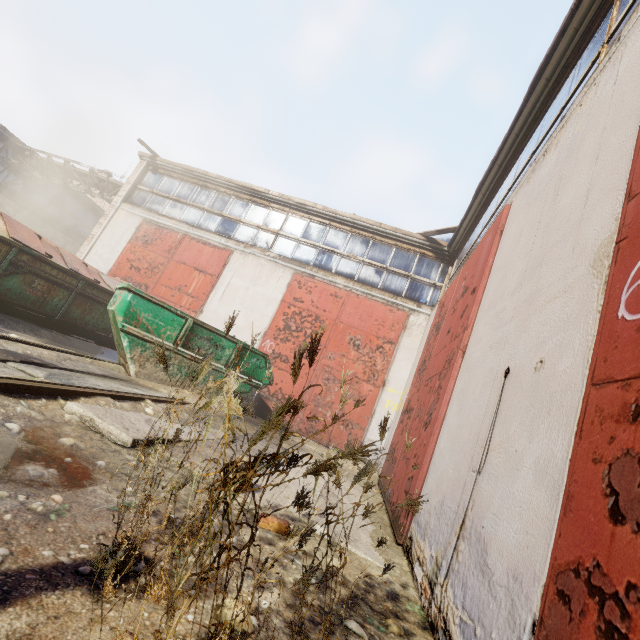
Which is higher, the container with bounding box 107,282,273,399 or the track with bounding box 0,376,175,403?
the container with bounding box 107,282,273,399

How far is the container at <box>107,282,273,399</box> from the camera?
5.50m

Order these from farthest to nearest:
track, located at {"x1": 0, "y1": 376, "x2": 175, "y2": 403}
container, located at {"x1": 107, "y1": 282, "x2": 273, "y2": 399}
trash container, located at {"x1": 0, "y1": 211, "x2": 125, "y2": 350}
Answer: trash container, located at {"x1": 0, "y1": 211, "x2": 125, "y2": 350}
container, located at {"x1": 107, "y1": 282, "x2": 273, "y2": 399}
track, located at {"x1": 0, "y1": 376, "x2": 175, "y2": 403}

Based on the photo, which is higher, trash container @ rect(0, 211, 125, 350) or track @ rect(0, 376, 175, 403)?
trash container @ rect(0, 211, 125, 350)

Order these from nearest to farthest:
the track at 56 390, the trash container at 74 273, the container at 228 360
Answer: the track at 56 390, the container at 228 360, the trash container at 74 273

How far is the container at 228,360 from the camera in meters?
5.5 m

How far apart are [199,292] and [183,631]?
9.8 meters

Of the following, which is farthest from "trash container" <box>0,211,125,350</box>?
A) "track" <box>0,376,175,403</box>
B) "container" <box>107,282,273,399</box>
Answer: "track" <box>0,376,175,403</box>
